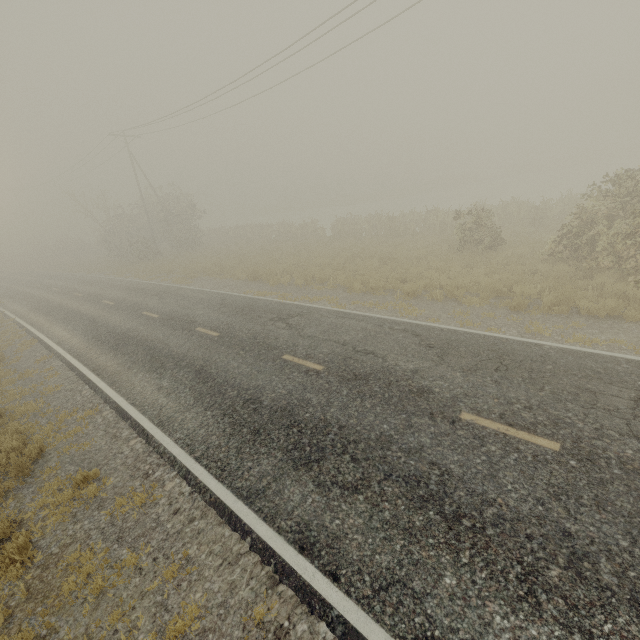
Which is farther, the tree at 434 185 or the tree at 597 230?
the tree at 434 185

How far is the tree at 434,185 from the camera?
54.4m

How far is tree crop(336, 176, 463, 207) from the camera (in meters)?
54.38

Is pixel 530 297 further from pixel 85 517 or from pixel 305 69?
pixel 305 69

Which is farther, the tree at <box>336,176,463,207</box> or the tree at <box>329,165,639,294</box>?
the tree at <box>336,176,463,207</box>
